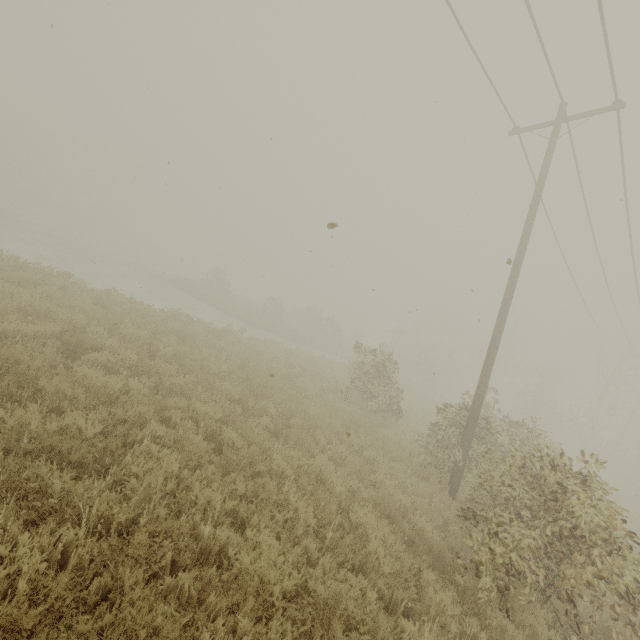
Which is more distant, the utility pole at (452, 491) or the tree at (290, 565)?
the utility pole at (452, 491)

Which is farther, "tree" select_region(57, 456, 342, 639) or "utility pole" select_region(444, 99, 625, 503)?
"utility pole" select_region(444, 99, 625, 503)

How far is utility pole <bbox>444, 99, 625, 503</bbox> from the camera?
8.9 meters

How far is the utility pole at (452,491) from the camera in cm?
894

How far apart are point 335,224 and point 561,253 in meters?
18.5 m
